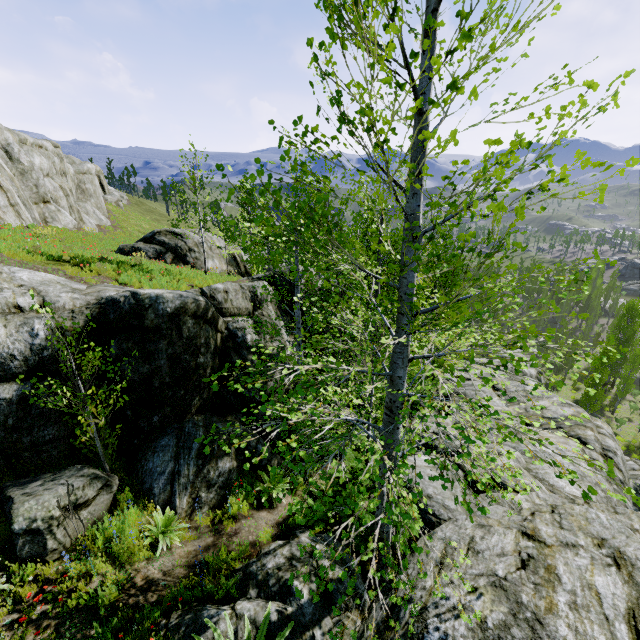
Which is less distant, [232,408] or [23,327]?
[23,327]

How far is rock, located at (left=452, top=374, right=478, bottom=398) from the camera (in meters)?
14.59

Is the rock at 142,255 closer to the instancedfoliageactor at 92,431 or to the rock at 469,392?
the rock at 469,392

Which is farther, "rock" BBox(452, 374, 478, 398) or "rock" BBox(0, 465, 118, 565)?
"rock" BBox(452, 374, 478, 398)

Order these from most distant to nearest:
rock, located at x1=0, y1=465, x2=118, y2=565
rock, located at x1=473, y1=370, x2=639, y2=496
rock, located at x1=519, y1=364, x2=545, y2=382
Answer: rock, located at x1=519, y1=364, x2=545, y2=382
rock, located at x1=473, y1=370, x2=639, y2=496
rock, located at x1=0, y1=465, x2=118, y2=565

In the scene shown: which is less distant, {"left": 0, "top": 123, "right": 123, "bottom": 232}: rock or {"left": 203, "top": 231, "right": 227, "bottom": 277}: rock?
{"left": 0, "top": 123, "right": 123, "bottom": 232}: rock
